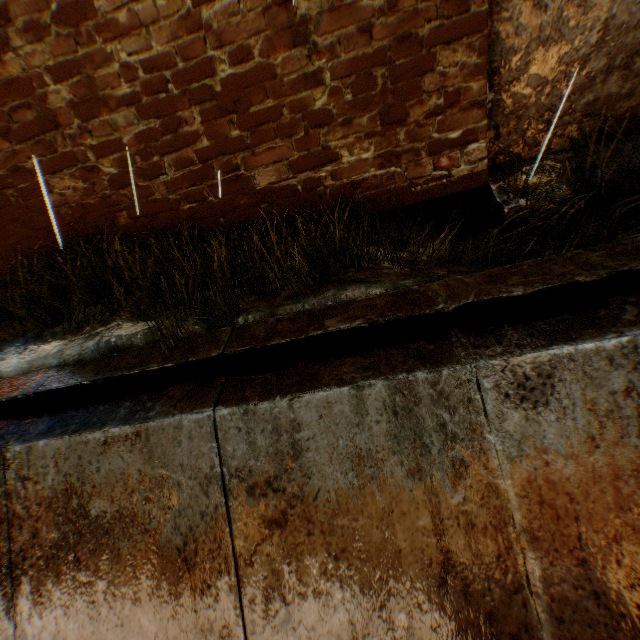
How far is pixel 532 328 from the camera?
2.6m

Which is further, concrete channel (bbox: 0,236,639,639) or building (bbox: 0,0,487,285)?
building (bbox: 0,0,487,285)

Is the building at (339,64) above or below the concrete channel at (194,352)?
above

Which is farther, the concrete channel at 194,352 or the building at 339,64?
the building at 339,64

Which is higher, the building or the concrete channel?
the building
